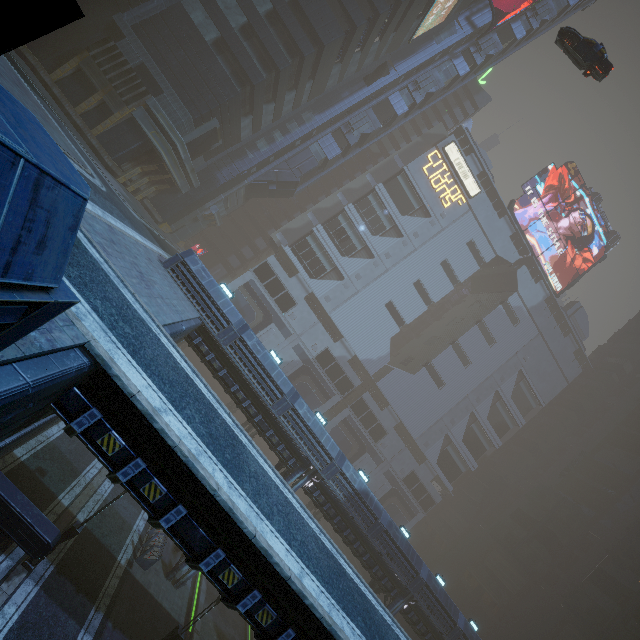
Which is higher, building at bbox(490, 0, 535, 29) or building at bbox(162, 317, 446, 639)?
building at bbox(490, 0, 535, 29)

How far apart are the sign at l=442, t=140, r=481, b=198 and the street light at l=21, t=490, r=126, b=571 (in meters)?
60.07

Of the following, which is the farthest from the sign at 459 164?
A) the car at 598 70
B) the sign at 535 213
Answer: the car at 598 70

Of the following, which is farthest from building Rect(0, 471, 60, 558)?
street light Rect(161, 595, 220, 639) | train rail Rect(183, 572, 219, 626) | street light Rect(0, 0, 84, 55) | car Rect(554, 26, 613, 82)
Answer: street light Rect(161, 595, 220, 639)

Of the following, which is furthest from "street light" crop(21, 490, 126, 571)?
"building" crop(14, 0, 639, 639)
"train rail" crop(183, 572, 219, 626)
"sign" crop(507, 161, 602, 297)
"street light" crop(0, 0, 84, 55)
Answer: "sign" crop(507, 161, 602, 297)

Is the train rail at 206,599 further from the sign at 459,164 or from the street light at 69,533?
the sign at 459,164

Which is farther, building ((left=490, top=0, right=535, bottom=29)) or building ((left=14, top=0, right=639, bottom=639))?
building ((left=490, top=0, right=535, bottom=29))

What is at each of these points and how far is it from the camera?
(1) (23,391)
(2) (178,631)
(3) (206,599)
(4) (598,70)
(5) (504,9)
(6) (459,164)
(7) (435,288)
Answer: (1) building, 3.98m
(2) street light, 16.06m
(3) train rail, 25.03m
(4) car, 21.47m
(5) building, 44.78m
(6) sign, 52.44m
(7) building, 52.91m
